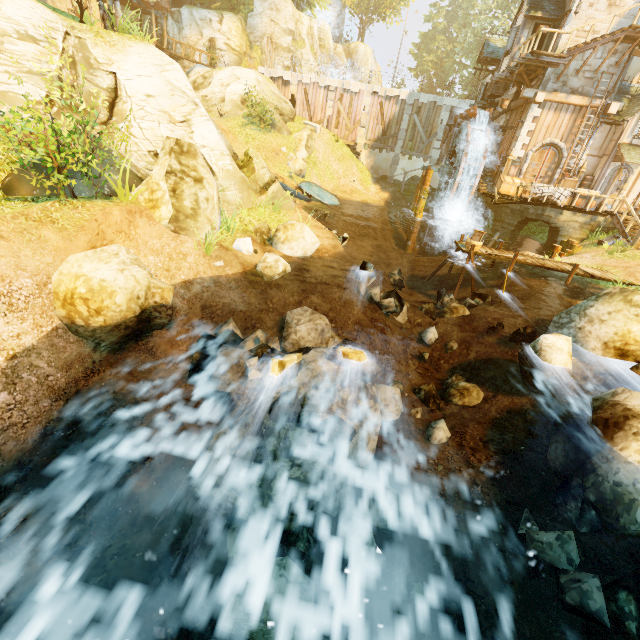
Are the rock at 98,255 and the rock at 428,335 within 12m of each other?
yes

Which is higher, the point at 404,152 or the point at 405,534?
the point at 404,152

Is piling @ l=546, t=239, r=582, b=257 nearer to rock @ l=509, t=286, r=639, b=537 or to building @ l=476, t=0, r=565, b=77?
building @ l=476, t=0, r=565, b=77

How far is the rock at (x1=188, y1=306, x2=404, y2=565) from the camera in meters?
4.5

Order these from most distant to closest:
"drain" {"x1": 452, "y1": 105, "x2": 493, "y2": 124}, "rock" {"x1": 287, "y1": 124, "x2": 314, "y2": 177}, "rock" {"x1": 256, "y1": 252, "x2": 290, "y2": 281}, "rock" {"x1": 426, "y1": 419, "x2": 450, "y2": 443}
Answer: "rock" {"x1": 287, "y1": 124, "x2": 314, "y2": 177}, "drain" {"x1": 452, "y1": 105, "x2": 493, "y2": 124}, "rock" {"x1": 256, "y1": 252, "x2": 290, "y2": 281}, "rock" {"x1": 426, "y1": 419, "x2": 450, "y2": 443}

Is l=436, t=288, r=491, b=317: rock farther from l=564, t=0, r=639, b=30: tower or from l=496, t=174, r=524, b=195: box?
l=564, t=0, r=639, b=30: tower

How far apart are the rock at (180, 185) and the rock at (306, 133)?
15.73m

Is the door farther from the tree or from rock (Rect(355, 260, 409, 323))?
rock (Rect(355, 260, 409, 323))
